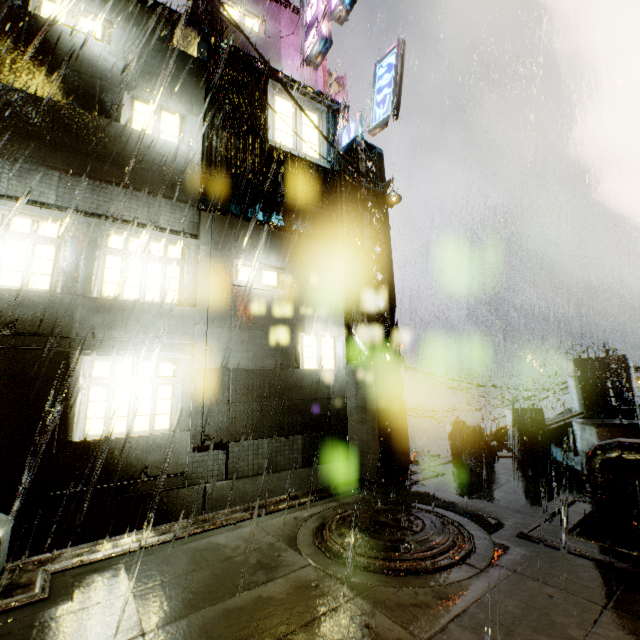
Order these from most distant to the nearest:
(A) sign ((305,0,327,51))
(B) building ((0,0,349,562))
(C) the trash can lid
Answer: (A) sign ((305,0,327,51)) < (C) the trash can lid < (B) building ((0,0,349,562))

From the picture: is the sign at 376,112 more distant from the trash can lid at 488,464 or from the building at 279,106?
the trash can lid at 488,464

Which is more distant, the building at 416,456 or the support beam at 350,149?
the building at 416,456

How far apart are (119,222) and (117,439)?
11.22m

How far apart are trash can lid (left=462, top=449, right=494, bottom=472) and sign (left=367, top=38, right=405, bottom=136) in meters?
10.1 m

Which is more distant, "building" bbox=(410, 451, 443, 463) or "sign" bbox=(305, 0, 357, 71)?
"sign" bbox=(305, 0, 357, 71)

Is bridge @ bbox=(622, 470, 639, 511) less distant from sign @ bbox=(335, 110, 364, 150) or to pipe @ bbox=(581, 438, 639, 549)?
pipe @ bbox=(581, 438, 639, 549)

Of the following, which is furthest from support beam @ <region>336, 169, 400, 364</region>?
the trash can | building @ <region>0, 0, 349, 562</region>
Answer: the trash can
